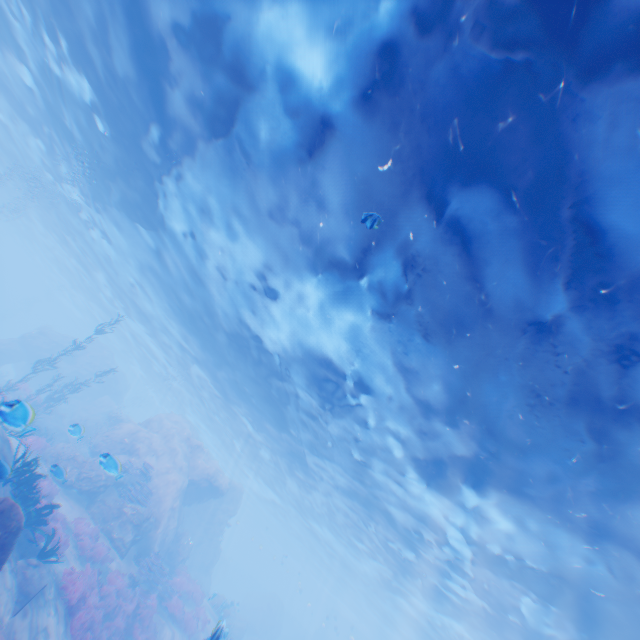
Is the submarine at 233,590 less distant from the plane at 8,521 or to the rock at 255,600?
the rock at 255,600

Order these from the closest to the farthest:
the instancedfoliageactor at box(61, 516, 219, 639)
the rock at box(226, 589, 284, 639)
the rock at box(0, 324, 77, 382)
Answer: the instancedfoliageactor at box(61, 516, 219, 639) → the rock at box(226, 589, 284, 639) → the rock at box(0, 324, 77, 382)

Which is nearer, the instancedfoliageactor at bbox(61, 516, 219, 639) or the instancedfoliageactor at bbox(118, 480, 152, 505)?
the instancedfoliageactor at bbox(61, 516, 219, 639)

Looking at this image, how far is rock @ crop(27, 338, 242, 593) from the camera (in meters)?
17.30

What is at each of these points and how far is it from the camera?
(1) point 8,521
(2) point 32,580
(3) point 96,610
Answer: (1) plane, 7.60m
(2) plane, 8.59m
(3) instancedfoliageactor, 11.11m

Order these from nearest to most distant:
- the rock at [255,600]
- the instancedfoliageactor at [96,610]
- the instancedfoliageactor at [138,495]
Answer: the instancedfoliageactor at [96,610]
the instancedfoliageactor at [138,495]
the rock at [255,600]

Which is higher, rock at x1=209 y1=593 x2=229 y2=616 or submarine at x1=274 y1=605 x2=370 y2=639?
submarine at x1=274 y1=605 x2=370 y2=639

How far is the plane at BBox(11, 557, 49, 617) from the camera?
8.0 meters
